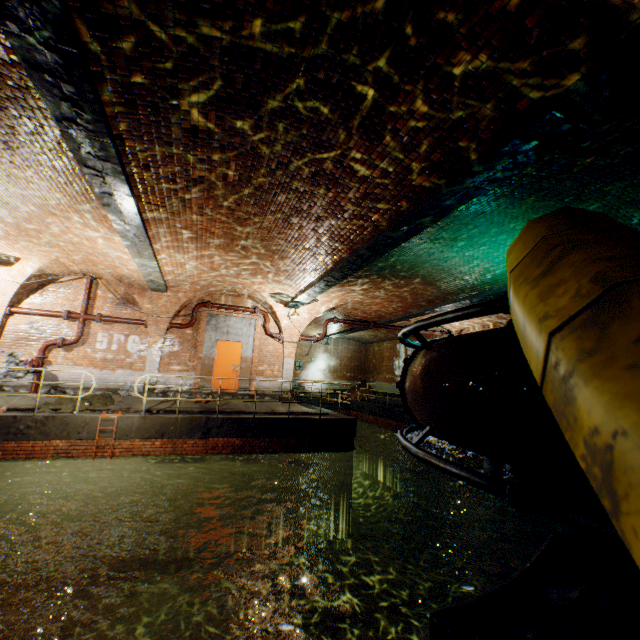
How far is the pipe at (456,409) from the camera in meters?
2.1

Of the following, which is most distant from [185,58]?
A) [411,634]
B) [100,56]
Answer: [411,634]

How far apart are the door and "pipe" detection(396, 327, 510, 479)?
10.1 meters

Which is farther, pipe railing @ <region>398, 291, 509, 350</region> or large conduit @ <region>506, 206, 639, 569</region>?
pipe railing @ <region>398, 291, 509, 350</region>

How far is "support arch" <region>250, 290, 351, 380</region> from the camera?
13.40m

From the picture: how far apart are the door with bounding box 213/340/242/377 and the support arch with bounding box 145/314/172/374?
1.8m

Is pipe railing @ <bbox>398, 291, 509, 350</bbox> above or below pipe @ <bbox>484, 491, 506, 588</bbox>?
above

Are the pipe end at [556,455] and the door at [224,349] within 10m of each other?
no
